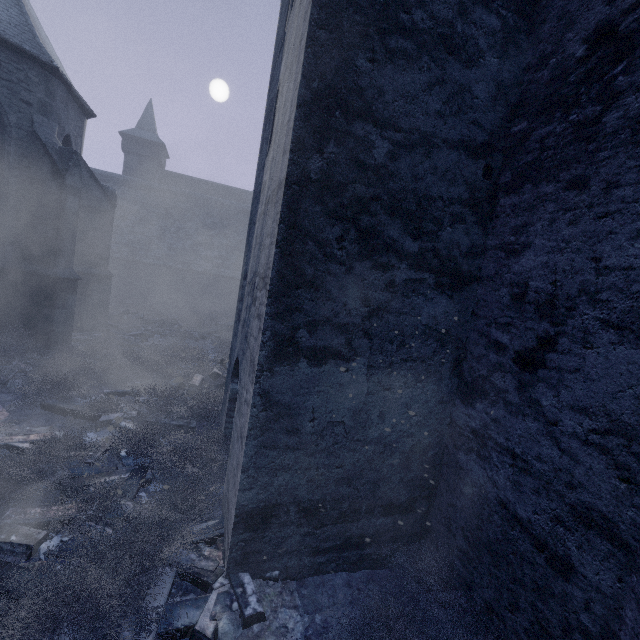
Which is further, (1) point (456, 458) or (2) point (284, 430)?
(1) point (456, 458)

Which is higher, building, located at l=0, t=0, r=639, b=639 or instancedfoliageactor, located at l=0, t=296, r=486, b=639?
building, located at l=0, t=0, r=639, b=639

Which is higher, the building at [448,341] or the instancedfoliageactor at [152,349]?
the building at [448,341]
